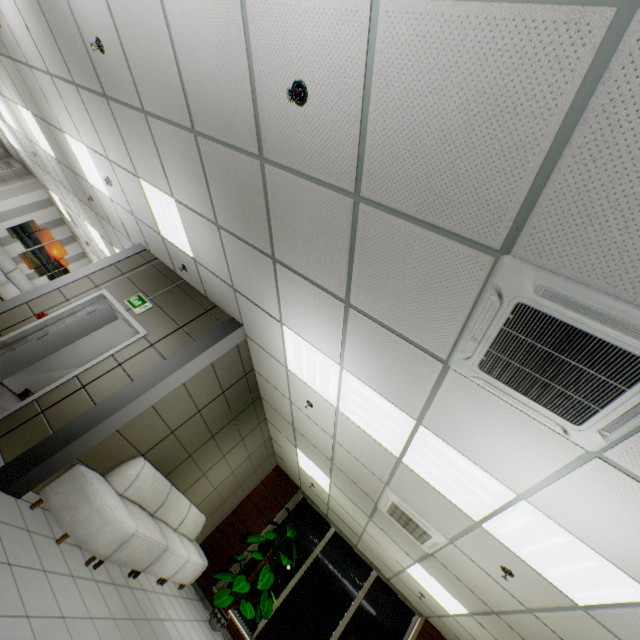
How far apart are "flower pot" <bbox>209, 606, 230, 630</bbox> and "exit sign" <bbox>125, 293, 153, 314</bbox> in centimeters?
647cm

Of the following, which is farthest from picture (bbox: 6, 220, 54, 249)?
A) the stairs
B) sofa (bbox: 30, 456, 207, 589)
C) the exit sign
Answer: sofa (bbox: 30, 456, 207, 589)

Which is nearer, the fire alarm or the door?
the fire alarm

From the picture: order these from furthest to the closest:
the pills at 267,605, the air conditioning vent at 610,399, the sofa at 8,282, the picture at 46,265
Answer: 1. the picture at 46,265
2. the sofa at 8,282
3. the pills at 267,605
4. the air conditioning vent at 610,399

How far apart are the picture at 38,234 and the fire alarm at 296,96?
14.5 meters

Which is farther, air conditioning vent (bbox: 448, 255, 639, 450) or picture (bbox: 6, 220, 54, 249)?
picture (bbox: 6, 220, 54, 249)

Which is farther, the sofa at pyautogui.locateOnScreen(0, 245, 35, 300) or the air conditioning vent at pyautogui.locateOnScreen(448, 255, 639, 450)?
the sofa at pyautogui.locateOnScreen(0, 245, 35, 300)

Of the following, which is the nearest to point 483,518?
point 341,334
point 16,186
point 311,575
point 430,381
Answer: point 430,381
